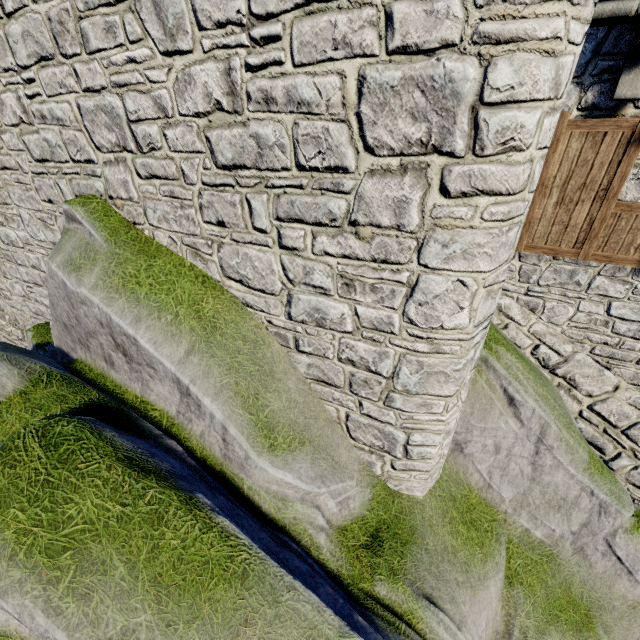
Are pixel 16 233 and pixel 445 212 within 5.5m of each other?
no
